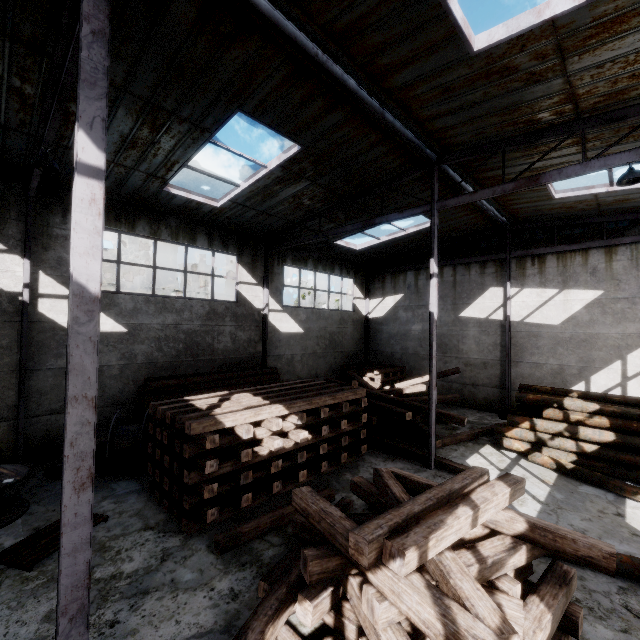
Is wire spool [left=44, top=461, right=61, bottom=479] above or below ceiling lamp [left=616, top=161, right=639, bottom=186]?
below

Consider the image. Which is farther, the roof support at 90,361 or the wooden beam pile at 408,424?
the wooden beam pile at 408,424

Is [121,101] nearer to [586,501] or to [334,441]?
[334,441]

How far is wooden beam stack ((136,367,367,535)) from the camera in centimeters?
608cm

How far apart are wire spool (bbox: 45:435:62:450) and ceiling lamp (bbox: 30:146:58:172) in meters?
5.7

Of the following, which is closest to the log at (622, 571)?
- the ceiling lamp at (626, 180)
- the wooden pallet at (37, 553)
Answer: the wooden pallet at (37, 553)

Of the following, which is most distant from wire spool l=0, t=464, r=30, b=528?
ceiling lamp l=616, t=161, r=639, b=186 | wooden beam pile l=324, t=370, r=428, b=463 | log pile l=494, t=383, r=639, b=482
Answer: ceiling lamp l=616, t=161, r=639, b=186

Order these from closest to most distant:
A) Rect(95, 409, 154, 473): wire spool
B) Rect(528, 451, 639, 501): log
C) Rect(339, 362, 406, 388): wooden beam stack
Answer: Rect(528, 451, 639, 501): log, Rect(95, 409, 154, 473): wire spool, Rect(339, 362, 406, 388): wooden beam stack
